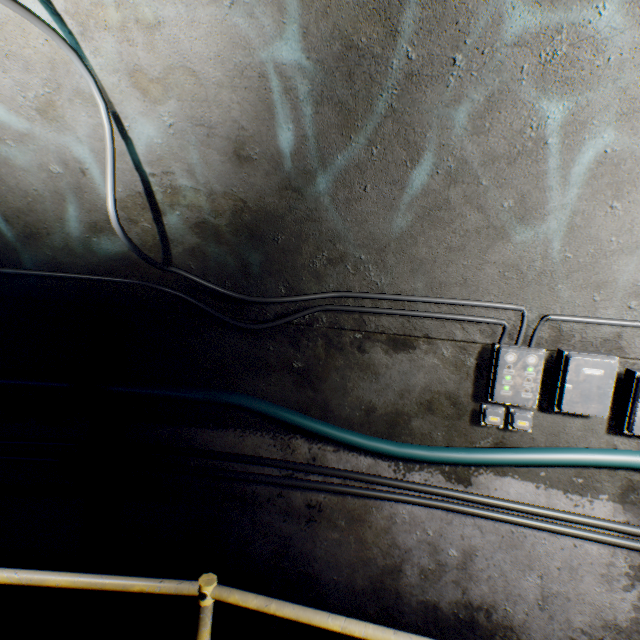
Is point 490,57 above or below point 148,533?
above

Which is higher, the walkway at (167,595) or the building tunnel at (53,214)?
the building tunnel at (53,214)

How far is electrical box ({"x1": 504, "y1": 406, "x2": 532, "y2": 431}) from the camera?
2.2m

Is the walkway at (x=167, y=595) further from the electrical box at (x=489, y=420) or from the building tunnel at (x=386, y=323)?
the electrical box at (x=489, y=420)

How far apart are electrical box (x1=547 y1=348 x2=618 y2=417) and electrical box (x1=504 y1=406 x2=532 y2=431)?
0.1m

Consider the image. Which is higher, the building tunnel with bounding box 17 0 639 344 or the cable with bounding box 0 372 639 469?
the building tunnel with bounding box 17 0 639 344

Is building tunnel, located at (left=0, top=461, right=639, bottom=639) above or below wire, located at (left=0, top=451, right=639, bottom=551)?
below

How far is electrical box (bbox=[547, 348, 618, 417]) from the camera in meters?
2.0 m
